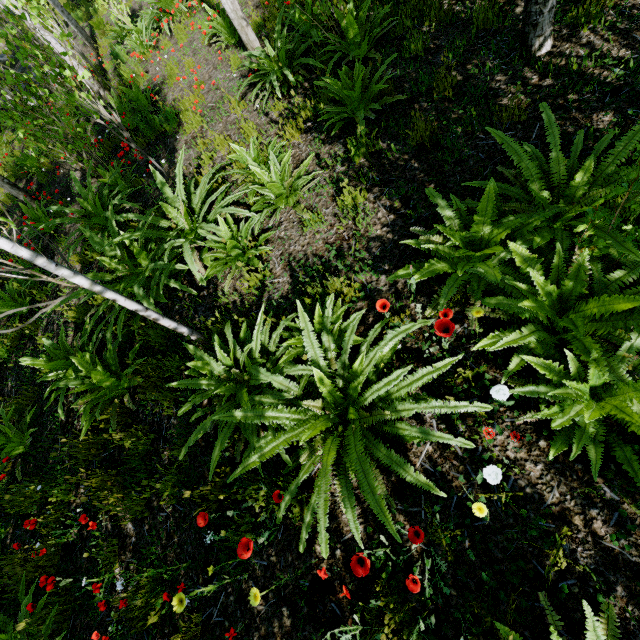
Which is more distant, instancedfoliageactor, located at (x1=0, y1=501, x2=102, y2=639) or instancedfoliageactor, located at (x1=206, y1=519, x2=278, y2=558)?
instancedfoliageactor, located at (x1=0, y1=501, x2=102, y2=639)

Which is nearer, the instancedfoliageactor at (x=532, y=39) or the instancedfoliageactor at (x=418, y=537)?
the instancedfoliageactor at (x=418, y=537)

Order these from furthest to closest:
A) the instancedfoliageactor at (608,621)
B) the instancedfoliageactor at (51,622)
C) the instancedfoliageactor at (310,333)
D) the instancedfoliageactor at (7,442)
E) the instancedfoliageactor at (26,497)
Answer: the instancedfoliageactor at (7,442), the instancedfoliageactor at (26,497), the instancedfoliageactor at (51,622), the instancedfoliageactor at (310,333), the instancedfoliageactor at (608,621)

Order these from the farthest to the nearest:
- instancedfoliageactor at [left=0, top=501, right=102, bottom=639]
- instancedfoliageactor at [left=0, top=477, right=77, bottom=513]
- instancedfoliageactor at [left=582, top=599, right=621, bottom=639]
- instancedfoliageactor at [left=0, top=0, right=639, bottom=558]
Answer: instancedfoliageactor at [left=0, top=477, right=77, bottom=513] < instancedfoliageactor at [left=0, top=501, right=102, bottom=639] < instancedfoliageactor at [left=0, top=0, right=639, bottom=558] < instancedfoliageactor at [left=582, top=599, right=621, bottom=639]

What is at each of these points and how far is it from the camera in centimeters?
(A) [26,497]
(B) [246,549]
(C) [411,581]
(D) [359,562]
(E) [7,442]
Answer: (A) instancedfoliageactor, 385cm
(B) instancedfoliageactor, 196cm
(C) instancedfoliageactor, 187cm
(D) instancedfoliageactor, 171cm
(E) instancedfoliageactor, 416cm

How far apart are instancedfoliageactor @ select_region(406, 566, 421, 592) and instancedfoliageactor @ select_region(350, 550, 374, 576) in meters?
0.7

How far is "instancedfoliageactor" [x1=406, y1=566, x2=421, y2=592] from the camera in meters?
1.8

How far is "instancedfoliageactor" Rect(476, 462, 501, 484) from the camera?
1.8 meters
